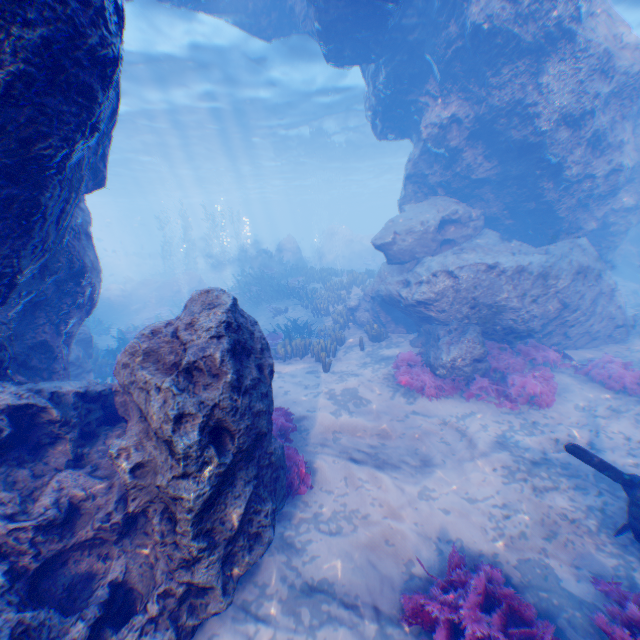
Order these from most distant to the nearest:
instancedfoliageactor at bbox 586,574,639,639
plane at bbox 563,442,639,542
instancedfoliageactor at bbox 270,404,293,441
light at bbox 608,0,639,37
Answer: light at bbox 608,0,639,37 → instancedfoliageactor at bbox 270,404,293,441 → plane at bbox 563,442,639,542 → instancedfoliageactor at bbox 586,574,639,639

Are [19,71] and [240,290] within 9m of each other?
no

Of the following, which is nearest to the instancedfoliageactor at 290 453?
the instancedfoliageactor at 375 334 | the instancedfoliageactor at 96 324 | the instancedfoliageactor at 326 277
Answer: the instancedfoliageactor at 375 334

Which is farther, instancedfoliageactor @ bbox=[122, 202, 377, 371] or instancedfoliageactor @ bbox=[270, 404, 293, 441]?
instancedfoliageactor @ bbox=[122, 202, 377, 371]

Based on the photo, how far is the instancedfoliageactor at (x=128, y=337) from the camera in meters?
10.7

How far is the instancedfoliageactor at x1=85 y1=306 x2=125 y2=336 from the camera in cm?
1565

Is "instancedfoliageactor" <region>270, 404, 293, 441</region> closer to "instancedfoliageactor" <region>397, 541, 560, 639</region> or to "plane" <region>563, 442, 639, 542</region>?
"instancedfoliageactor" <region>397, 541, 560, 639</region>

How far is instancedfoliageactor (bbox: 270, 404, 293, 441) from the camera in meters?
7.0 m
